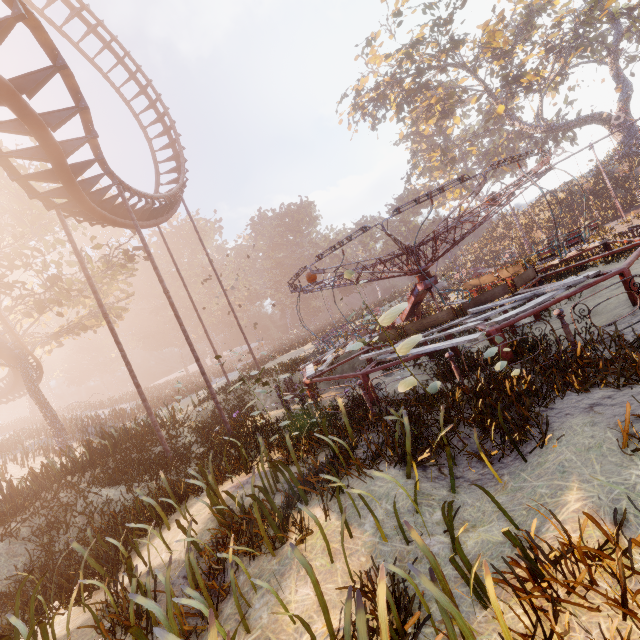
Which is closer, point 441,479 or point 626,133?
point 441,479

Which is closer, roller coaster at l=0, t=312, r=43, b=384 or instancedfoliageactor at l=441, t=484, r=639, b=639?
instancedfoliageactor at l=441, t=484, r=639, b=639

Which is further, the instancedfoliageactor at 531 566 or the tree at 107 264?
the tree at 107 264

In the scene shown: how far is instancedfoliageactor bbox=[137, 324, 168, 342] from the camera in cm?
5744

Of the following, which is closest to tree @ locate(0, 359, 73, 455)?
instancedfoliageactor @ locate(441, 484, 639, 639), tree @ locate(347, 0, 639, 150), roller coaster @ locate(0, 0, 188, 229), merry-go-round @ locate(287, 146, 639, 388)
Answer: roller coaster @ locate(0, 0, 188, 229)

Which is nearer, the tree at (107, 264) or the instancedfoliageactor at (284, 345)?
the tree at (107, 264)

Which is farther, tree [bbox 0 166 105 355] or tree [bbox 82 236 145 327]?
tree [bbox 82 236 145 327]

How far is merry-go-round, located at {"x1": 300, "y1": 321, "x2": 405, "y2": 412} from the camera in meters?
7.2
